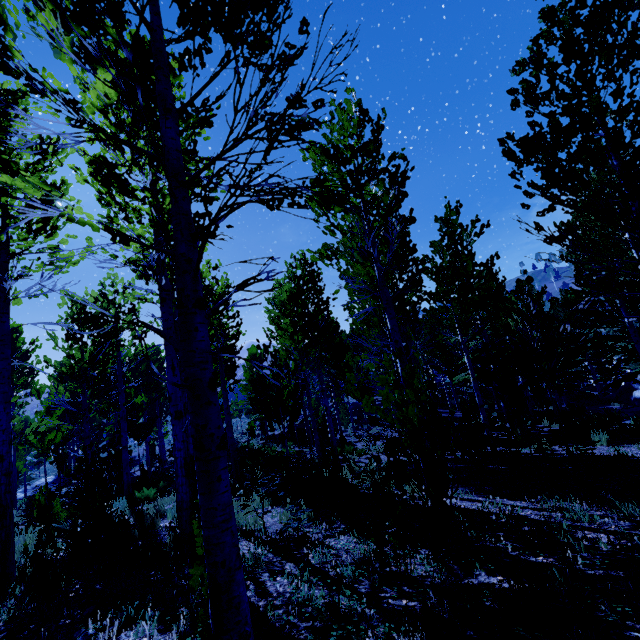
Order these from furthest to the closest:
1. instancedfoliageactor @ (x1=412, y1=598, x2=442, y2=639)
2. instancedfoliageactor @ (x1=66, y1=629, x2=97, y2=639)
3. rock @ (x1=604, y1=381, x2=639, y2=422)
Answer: rock @ (x1=604, y1=381, x2=639, y2=422) → instancedfoliageactor @ (x1=66, y1=629, x2=97, y2=639) → instancedfoliageactor @ (x1=412, y1=598, x2=442, y2=639)

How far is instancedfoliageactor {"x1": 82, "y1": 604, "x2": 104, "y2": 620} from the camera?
3.36m

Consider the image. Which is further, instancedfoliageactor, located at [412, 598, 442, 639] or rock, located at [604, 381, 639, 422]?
rock, located at [604, 381, 639, 422]

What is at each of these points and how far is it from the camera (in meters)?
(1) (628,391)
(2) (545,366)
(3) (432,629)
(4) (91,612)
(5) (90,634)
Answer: (1) rock, 24.31
(2) instancedfoliageactor, 8.66
(3) instancedfoliageactor, 1.88
(4) instancedfoliageactor, 3.50
(5) instancedfoliageactor, 2.98

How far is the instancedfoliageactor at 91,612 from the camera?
3.4m

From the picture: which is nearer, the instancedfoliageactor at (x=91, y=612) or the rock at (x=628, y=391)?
the instancedfoliageactor at (x=91, y=612)
